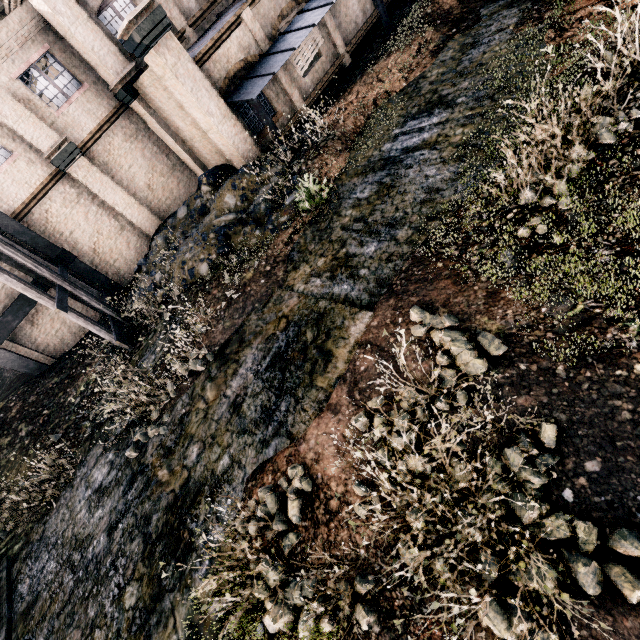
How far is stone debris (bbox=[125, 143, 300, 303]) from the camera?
12.5m

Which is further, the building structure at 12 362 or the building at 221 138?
the building structure at 12 362

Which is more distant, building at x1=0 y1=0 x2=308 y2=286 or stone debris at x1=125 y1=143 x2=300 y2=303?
building at x1=0 y1=0 x2=308 y2=286

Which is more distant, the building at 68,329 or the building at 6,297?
the building at 68,329

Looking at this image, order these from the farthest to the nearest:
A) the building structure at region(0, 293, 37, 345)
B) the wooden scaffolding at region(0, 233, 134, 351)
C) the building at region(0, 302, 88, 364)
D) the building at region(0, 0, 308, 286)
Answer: the building at region(0, 302, 88, 364)
the building structure at region(0, 293, 37, 345)
the building at region(0, 0, 308, 286)
the wooden scaffolding at region(0, 233, 134, 351)

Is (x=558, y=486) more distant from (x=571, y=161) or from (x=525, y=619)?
(x=571, y=161)

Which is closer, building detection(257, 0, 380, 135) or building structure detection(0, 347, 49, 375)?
building structure detection(0, 347, 49, 375)

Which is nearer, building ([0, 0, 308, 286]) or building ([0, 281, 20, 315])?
building ([0, 0, 308, 286])
